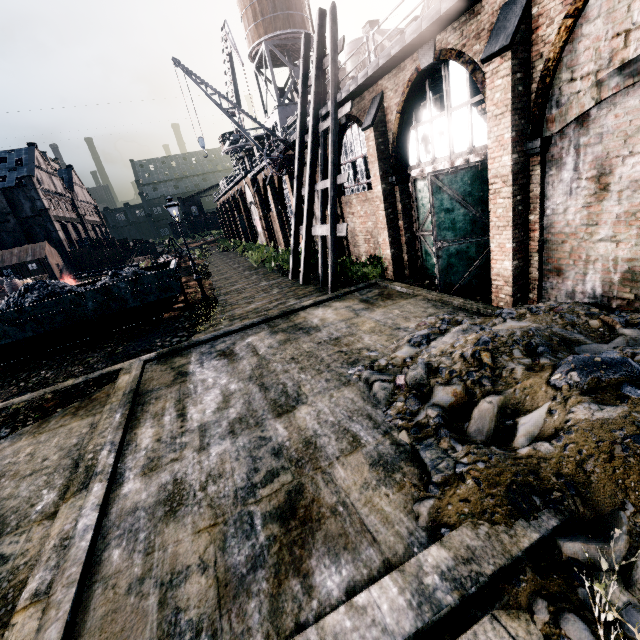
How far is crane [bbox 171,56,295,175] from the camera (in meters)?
18.33

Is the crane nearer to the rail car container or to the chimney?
the rail car container

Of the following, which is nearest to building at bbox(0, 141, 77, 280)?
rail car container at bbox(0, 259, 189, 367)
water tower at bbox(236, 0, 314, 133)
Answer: water tower at bbox(236, 0, 314, 133)

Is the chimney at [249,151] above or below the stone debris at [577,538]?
above

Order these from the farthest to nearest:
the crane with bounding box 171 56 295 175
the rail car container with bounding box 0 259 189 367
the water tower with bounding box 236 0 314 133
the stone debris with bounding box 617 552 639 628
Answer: the water tower with bounding box 236 0 314 133 < the crane with bounding box 171 56 295 175 < the rail car container with bounding box 0 259 189 367 < the stone debris with bounding box 617 552 639 628

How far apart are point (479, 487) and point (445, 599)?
1.3m

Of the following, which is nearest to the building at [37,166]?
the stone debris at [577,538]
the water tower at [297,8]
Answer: the stone debris at [577,538]

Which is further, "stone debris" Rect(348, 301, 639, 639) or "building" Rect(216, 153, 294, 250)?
"building" Rect(216, 153, 294, 250)
